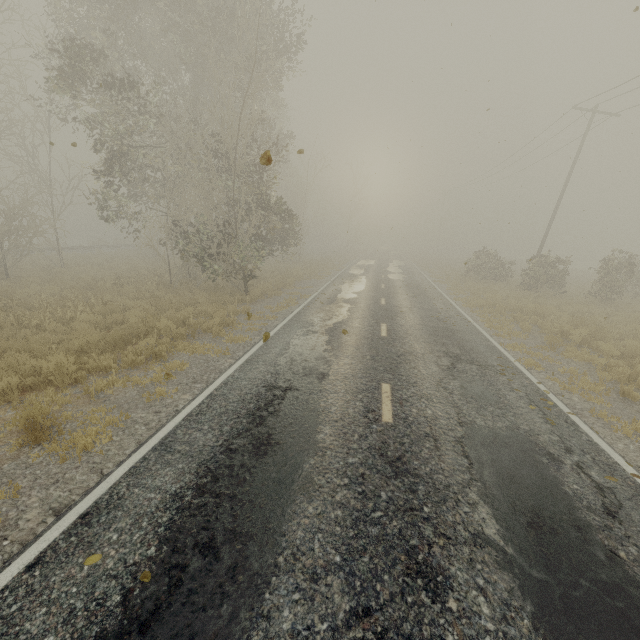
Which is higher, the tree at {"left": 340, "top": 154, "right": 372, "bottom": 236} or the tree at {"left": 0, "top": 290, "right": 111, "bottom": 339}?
the tree at {"left": 340, "top": 154, "right": 372, "bottom": 236}

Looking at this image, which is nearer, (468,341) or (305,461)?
(305,461)

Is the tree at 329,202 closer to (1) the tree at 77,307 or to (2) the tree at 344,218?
(1) the tree at 77,307

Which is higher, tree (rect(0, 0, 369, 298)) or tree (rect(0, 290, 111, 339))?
tree (rect(0, 0, 369, 298))

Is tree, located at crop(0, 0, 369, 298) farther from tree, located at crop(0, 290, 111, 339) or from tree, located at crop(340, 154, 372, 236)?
tree, located at crop(340, 154, 372, 236)
